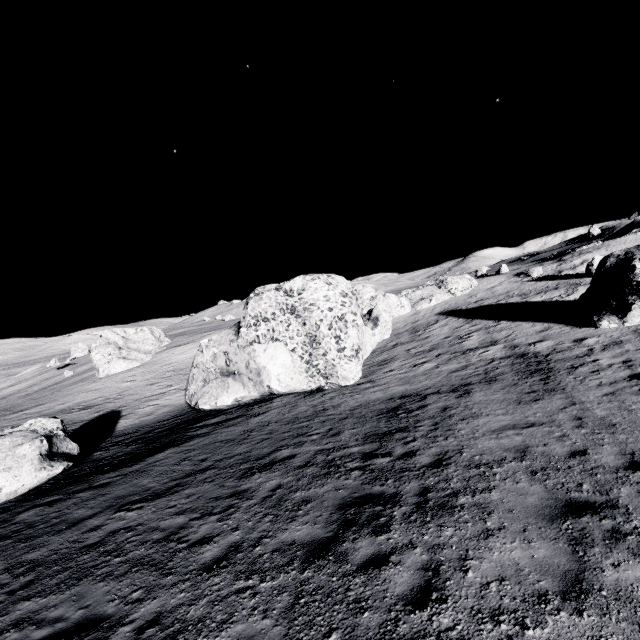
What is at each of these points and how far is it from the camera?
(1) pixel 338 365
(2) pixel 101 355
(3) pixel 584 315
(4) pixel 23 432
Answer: (1) stone, 18.9m
(2) stone, 54.1m
(3) stone, 20.4m
(4) stone, 15.7m

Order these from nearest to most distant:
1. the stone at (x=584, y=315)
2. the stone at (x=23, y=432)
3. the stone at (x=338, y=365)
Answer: the stone at (x=23, y=432)
the stone at (x=584, y=315)
the stone at (x=338, y=365)

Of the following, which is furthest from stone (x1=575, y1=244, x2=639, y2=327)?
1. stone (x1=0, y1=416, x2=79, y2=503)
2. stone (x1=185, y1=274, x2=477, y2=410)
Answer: stone (x1=0, y1=416, x2=79, y2=503)

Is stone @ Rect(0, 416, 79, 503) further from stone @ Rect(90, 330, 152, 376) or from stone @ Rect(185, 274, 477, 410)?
stone @ Rect(90, 330, 152, 376)

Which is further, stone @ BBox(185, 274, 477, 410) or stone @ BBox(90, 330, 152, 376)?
stone @ BBox(90, 330, 152, 376)

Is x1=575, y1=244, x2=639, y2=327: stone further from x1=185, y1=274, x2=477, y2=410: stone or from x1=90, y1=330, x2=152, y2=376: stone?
x1=90, y1=330, x2=152, y2=376: stone

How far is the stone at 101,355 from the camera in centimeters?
5362cm
